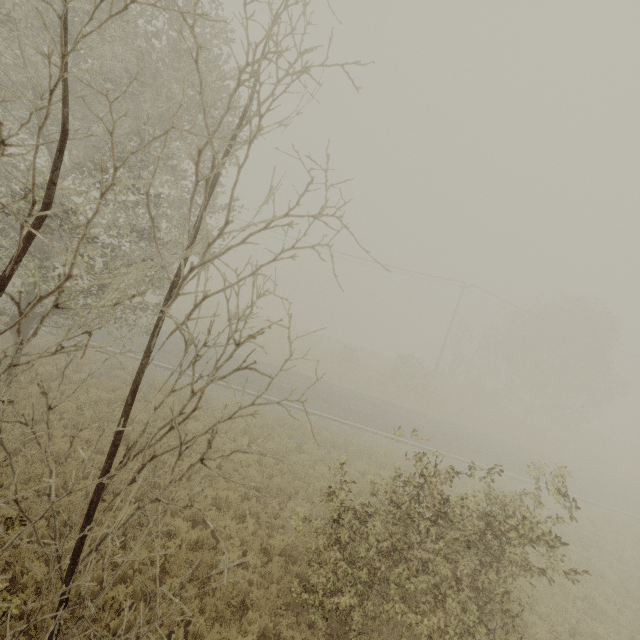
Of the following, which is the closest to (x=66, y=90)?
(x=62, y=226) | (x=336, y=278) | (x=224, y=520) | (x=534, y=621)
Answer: (x=336, y=278)
